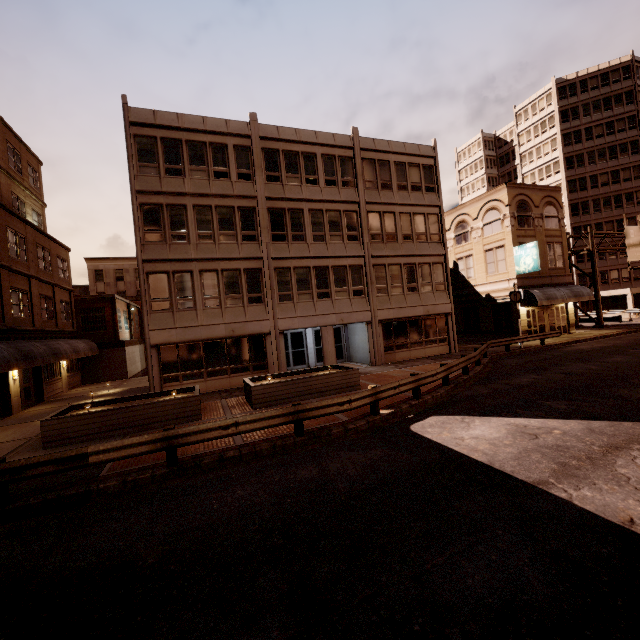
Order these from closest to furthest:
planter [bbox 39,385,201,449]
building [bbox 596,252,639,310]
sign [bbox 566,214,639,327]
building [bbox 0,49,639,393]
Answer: planter [bbox 39,385,201,449]
building [bbox 0,49,639,393]
sign [bbox 566,214,639,327]
building [bbox 596,252,639,310]

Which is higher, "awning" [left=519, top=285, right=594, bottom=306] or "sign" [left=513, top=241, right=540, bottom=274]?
"sign" [left=513, top=241, right=540, bottom=274]

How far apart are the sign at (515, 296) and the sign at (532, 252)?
3.5m

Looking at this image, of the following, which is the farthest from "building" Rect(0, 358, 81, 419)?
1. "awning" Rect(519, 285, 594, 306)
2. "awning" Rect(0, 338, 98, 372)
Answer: "awning" Rect(519, 285, 594, 306)

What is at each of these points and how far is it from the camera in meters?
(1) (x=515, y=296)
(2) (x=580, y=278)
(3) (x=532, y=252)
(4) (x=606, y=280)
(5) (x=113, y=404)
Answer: (1) sign, 23.3 m
(2) building, 51.0 m
(3) sign, 25.5 m
(4) building, 49.7 m
(5) planter, 13.3 m

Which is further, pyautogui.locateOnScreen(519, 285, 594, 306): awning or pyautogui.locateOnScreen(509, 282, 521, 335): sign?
pyautogui.locateOnScreen(519, 285, 594, 306): awning

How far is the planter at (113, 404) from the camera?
10.85m

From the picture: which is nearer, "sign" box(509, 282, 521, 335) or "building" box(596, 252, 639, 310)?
"sign" box(509, 282, 521, 335)
